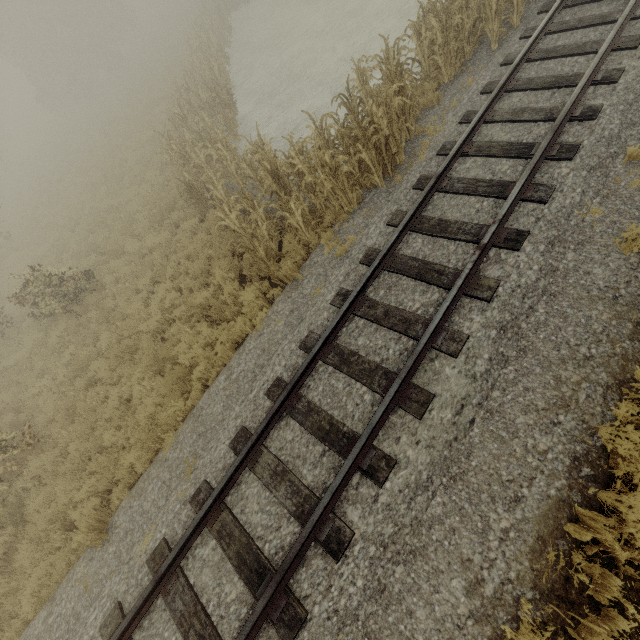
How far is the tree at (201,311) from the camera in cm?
813

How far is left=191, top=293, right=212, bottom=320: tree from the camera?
8.1m

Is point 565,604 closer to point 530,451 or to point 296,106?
point 530,451

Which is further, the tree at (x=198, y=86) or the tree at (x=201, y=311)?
the tree at (x=201, y=311)

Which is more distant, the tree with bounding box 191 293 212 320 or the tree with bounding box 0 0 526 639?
the tree with bounding box 191 293 212 320
